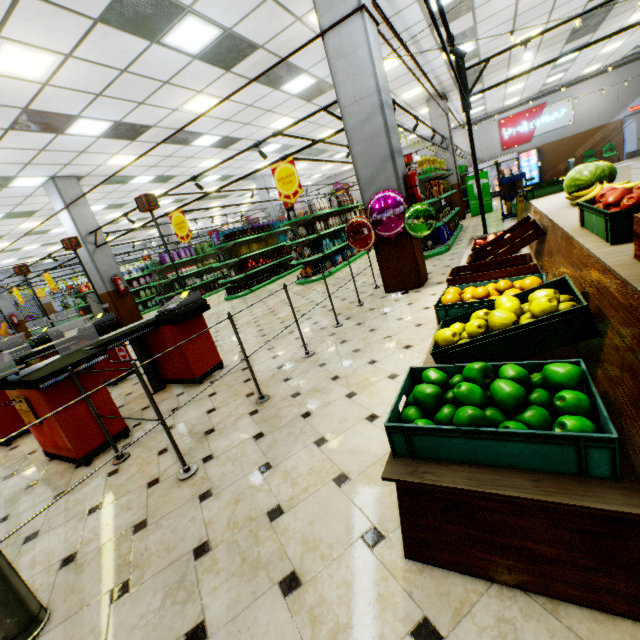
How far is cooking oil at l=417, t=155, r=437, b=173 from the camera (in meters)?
7.89

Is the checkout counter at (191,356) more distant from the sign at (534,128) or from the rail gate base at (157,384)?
the sign at (534,128)

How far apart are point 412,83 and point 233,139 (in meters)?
6.23

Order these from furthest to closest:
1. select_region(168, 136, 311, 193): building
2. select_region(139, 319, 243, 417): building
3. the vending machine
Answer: the vending machine → select_region(168, 136, 311, 193): building → select_region(139, 319, 243, 417): building

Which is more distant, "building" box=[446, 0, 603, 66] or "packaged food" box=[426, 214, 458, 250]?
"packaged food" box=[426, 214, 458, 250]

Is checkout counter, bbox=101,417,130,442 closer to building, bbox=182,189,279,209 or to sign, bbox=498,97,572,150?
building, bbox=182,189,279,209

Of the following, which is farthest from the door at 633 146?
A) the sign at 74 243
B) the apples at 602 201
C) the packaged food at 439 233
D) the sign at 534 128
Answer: the sign at 74 243

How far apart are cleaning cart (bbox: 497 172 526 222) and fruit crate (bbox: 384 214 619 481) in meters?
9.4 m
